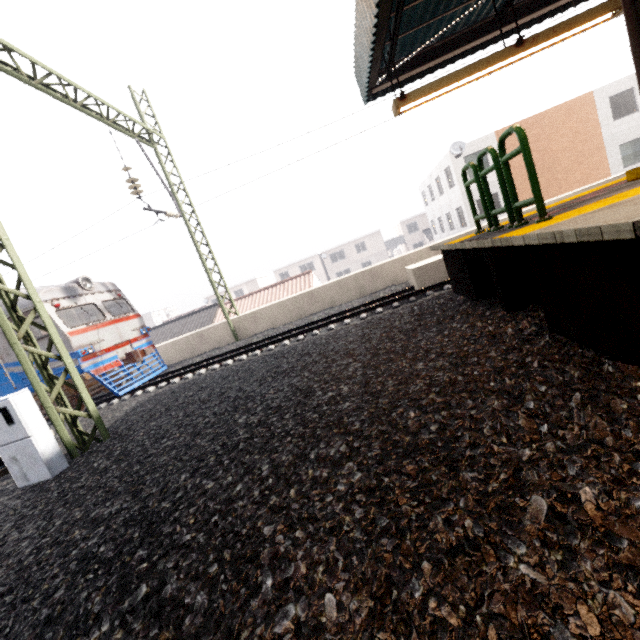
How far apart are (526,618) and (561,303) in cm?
267

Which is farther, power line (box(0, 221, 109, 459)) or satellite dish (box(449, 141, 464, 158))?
satellite dish (box(449, 141, 464, 158))

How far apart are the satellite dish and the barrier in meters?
19.7 m

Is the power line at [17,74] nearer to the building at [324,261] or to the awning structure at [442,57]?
the awning structure at [442,57]

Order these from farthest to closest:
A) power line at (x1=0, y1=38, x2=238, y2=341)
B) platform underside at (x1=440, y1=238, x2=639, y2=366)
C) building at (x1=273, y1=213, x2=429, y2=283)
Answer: building at (x1=273, y1=213, x2=429, y2=283), power line at (x1=0, y1=38, x2=238, y2=341), platform underside at (x1=440, y1=238, x2=639, y2=366)

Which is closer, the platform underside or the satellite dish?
the platform underside

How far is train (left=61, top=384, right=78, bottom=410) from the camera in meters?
10.1

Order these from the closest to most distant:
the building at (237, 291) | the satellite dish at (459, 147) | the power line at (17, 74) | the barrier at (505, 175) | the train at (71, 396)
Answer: the barrier at (505, 175) → the power line at (17, 74) → the train at (71, 396) → the satellite dish at (459, 147) → the building at (237, 291)
